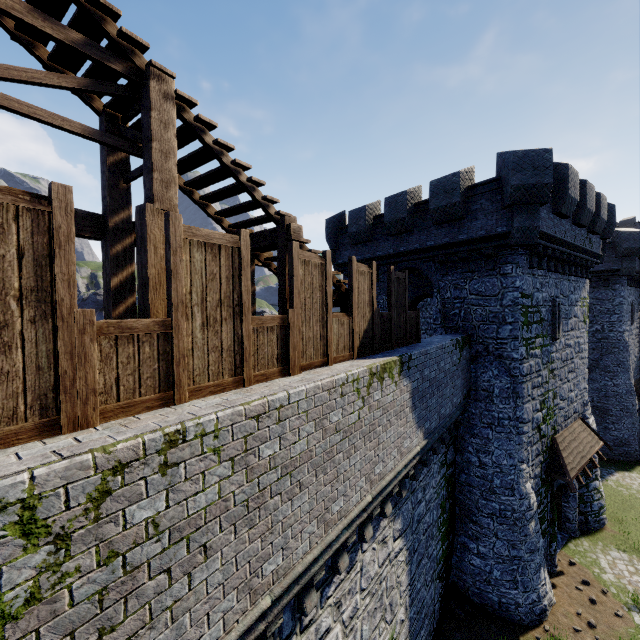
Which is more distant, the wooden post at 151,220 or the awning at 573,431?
the awning at 573,431

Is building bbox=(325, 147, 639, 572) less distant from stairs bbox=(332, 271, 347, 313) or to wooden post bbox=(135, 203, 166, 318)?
stairs bbox=(332, 271, 347, 313)

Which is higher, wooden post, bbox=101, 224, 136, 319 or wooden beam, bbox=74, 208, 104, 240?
wooden beam, bbox=74, 208, 104, 240

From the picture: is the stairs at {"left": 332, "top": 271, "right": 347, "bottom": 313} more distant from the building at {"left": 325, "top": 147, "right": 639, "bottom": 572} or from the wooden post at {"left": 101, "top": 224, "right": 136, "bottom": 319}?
the building at {"left": 325, "top": 147, "right": 639, "bottom": 572}

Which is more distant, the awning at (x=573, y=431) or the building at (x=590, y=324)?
the awning at (x=573, y=431)

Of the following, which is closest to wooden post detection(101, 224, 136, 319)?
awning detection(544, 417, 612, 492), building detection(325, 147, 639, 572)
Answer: building detection(325, 147, 639, 572)

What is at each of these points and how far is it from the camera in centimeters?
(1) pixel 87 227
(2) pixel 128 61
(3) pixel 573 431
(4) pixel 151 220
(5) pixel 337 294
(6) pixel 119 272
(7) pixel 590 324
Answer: (1) wooden beam, 491cm
(2) stairs, 408cm
(3) awning, 1552cm
(4) wooden post, 419cm
(5) stairs, 764cm
(6) wooden post, 518cm
(7) building, 2589cm

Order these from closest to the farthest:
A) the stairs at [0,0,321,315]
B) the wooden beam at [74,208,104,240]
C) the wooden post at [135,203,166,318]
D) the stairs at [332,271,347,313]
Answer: the stairs at [0,0,321,315] < the wooden post at [135,203,166,318] < the wooden beam at [74,208,104,240] < the stairs at [332,271,347,313]
